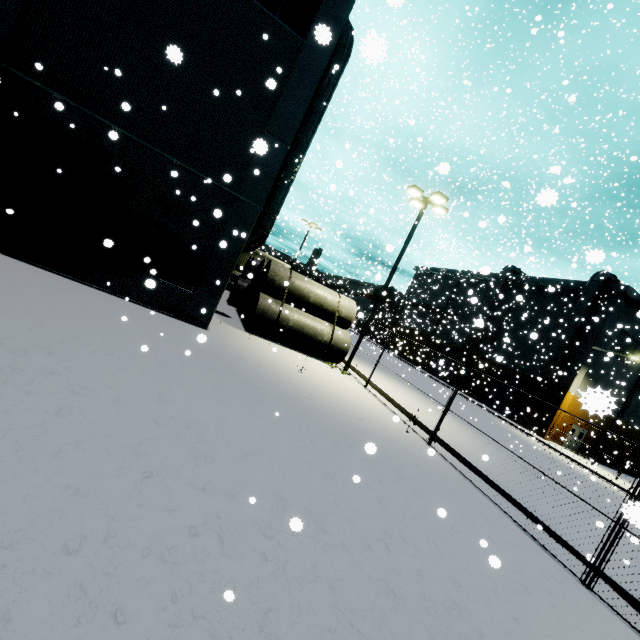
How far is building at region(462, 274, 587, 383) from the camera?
32.5m

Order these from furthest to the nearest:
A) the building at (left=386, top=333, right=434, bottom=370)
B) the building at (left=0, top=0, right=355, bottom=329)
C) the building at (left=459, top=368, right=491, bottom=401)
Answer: the building at (left=386, top=333, right=434, bottom=370) → the building at (left=459, top=368, right=491, bottom=401) → the building at (left=0, top=0, right=355, bottom=329)

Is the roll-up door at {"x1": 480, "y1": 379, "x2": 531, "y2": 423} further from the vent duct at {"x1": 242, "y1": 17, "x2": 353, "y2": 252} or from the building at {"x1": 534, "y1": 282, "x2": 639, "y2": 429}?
the vent duct at {"x1": 242, "y1": 17, "x2": 353, "y2": 252}

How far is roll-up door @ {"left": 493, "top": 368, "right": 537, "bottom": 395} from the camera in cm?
3312

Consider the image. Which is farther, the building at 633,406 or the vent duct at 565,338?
the building at 633,406

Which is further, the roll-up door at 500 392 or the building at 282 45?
the roll-up door at 500 392

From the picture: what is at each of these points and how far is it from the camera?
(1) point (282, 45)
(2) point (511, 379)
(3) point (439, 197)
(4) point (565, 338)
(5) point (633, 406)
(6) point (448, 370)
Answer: (1) building, 11.29m
(2) roll-up door, 35.50m
(3) light, 15.39m
(4) vent duct, 30.16m
(5) building, 33.56m
(6) roll-up door, 43.56m

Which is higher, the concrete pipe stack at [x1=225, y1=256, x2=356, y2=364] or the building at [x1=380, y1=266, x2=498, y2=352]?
the building at [x1=380, y1=266, x2=498, y2=352]
